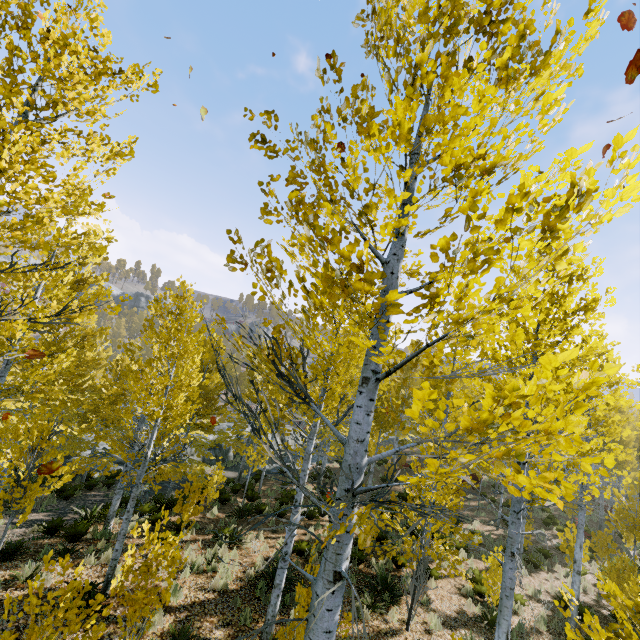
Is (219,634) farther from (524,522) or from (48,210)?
(524,522)

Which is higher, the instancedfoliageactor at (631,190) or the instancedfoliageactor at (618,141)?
the instancedfoliageactor at (618,141)

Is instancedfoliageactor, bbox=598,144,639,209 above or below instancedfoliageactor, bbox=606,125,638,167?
below
